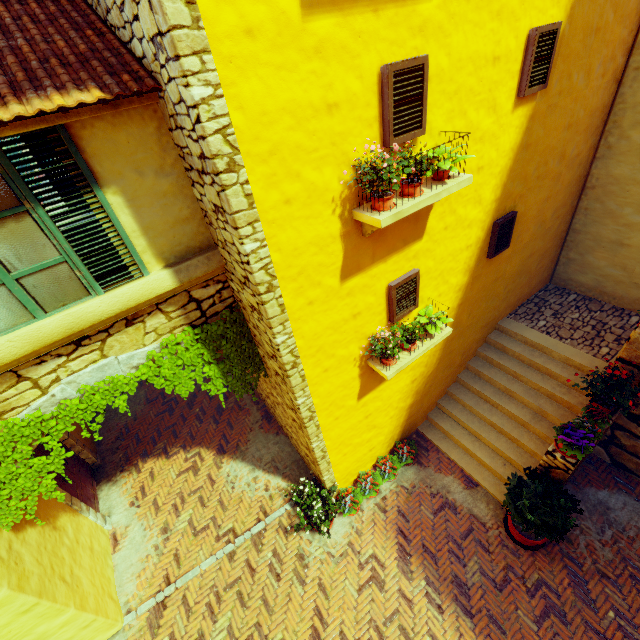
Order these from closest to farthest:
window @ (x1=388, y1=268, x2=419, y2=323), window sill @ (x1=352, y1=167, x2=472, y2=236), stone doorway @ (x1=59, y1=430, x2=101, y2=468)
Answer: window sill @ (x1=352, y1=167, x2=472, y2=236) → window @ (x1=388, y1=268, x2=419, y2=323) → stone doorway @ (x1=59, y1=430, x2=101, y2=468)

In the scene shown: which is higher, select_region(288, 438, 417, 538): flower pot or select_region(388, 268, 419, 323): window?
select_region(388, 268, 419, 323): window

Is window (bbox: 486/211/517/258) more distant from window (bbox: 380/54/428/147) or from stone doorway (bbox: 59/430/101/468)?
stone doorway (bbox: 59/430/101/468)

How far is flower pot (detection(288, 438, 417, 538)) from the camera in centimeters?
617cm

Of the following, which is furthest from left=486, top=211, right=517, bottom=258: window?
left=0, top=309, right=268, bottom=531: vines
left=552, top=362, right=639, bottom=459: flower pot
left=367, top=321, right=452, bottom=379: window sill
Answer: left=0, top=309, right=268, bottom=531: vines

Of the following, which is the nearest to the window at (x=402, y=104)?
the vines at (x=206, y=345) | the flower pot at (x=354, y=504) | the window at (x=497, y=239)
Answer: the vines at (x=206, y=345)

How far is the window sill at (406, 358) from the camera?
5.0 meters

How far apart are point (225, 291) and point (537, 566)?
7.1 meters
